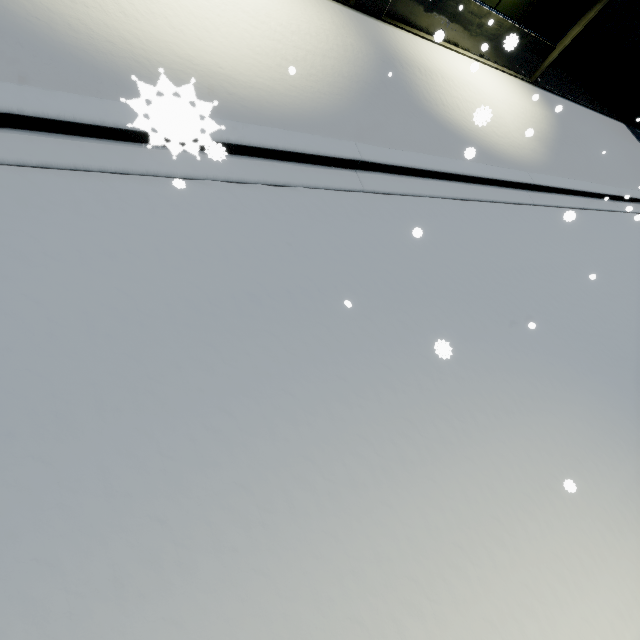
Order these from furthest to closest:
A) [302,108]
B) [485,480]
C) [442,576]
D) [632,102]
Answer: [632,102]
[302,108]
[485,480]
[442,576]
